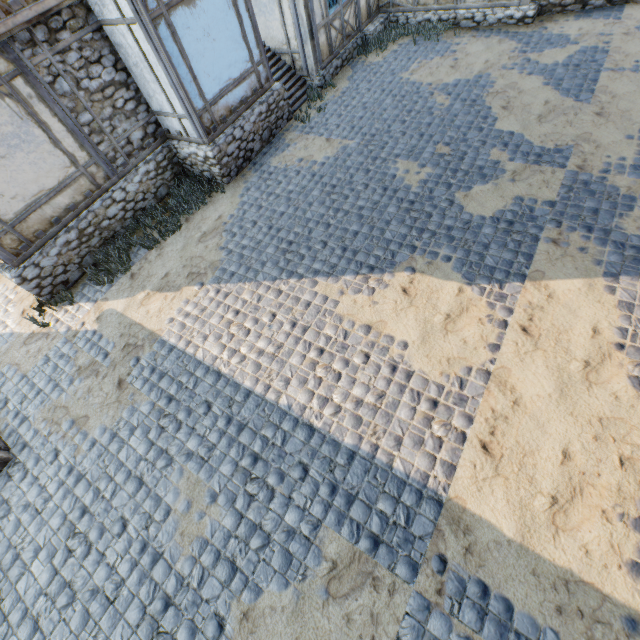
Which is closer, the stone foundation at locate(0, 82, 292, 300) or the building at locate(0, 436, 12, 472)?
the building at locate(0, 436, 12, 472)

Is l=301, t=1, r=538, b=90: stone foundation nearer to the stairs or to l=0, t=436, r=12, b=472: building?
the stairs

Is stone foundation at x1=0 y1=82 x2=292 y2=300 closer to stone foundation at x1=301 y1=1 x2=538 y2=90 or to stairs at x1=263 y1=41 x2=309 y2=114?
stairs at x1=263 y1=41 x2=309 y2=114

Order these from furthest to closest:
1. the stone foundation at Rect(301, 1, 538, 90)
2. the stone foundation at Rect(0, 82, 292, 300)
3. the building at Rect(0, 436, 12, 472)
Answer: the stone foundation at Rect(301, 1, 538, 90) < the stone foundation at Rect(0, 82, 292, 300) < the building at Rect(0, 436, 12, 472)

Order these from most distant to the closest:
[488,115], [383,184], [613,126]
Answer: [488,115] < [383,184] < [613,126]

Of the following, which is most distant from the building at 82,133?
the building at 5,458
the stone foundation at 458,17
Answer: the building at 5,458

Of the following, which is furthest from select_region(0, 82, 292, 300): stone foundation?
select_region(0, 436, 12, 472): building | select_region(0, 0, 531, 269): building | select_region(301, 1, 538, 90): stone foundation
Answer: select_region(0, 436, 12, 472): building

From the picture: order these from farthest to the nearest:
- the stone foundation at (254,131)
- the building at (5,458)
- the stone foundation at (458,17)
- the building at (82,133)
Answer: the stone foundation at (458,17) → the stone foundation at (254,131) → the building at (82,133) → the building at (5,458)
